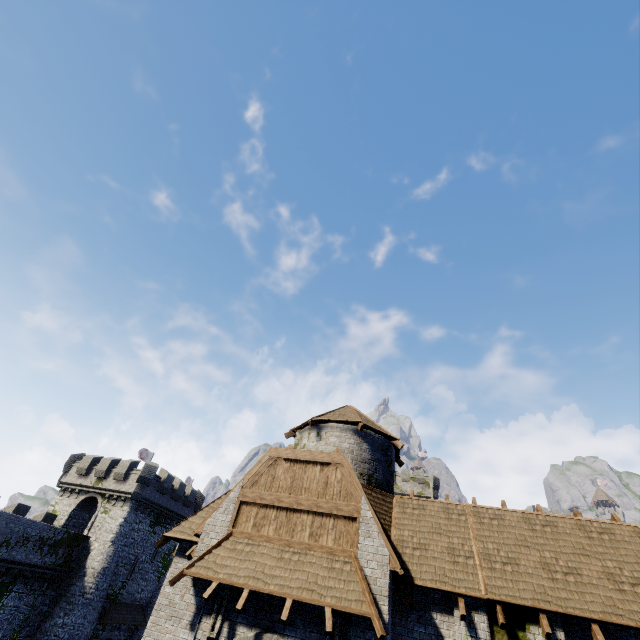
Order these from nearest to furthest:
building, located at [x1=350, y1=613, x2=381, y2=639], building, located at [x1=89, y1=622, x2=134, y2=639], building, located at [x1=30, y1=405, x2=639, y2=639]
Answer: building, located at [x1=350, y1=613, x2=381, y2=639] → building, located at [x1=30, y1=405, x2=639, y2=639] → building, located at [x1=89, y1=622, x2=134, y2=639]

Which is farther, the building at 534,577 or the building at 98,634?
the building at 98,634

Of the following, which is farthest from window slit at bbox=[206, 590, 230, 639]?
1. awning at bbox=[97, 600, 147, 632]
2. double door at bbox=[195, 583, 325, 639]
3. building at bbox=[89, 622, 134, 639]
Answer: awning at bbox=[97, 600, 147, 632]

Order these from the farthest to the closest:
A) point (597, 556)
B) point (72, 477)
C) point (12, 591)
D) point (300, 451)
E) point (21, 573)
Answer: point (72, 477) → point (21, 573) → point (12, 591) → point (300, 451) → point (597, 556)

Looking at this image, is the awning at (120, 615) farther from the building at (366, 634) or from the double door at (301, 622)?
the double door at (301, 622)

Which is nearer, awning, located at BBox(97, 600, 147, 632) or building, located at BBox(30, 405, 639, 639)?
building, located at BBox(30, 405, 639, 639)

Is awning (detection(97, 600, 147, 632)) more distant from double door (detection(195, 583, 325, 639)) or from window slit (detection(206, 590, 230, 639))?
window slit (detection(206, 590, 230, 639))

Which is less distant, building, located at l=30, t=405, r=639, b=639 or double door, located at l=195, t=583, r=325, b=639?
double door, located at l=195, t=583, r=325, b=639
